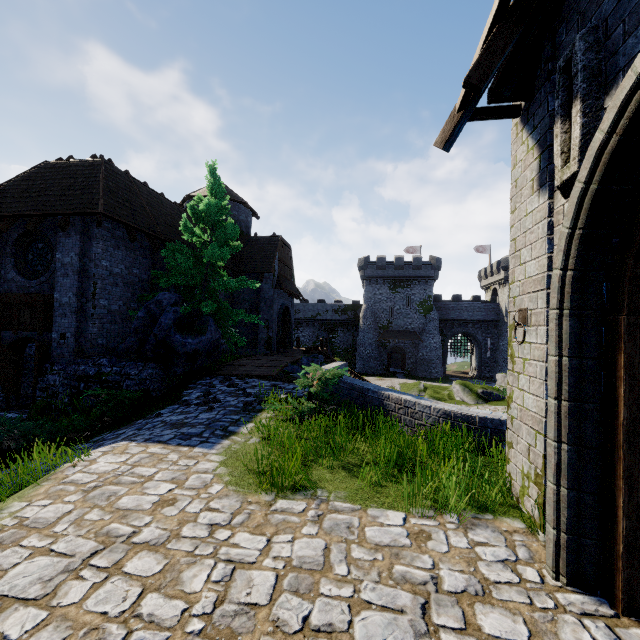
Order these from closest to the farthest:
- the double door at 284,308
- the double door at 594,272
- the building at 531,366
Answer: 1. the double door at 594,272
2. the building at 531,366
3. the double door at 284,308

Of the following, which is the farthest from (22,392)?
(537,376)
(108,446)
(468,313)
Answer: (468,313)

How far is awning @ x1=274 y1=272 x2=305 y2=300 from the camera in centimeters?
2336cm

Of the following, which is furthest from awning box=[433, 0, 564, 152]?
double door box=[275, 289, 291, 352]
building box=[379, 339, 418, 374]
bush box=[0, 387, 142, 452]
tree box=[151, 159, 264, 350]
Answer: building box=[379, 339, 418, 374]

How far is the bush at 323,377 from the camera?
7.0m

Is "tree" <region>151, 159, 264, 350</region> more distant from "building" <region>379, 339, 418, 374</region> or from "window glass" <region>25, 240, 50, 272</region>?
"building" <region>379, 339, 418, 374</region>

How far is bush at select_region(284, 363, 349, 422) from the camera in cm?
705

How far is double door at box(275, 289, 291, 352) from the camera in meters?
24.3 m
